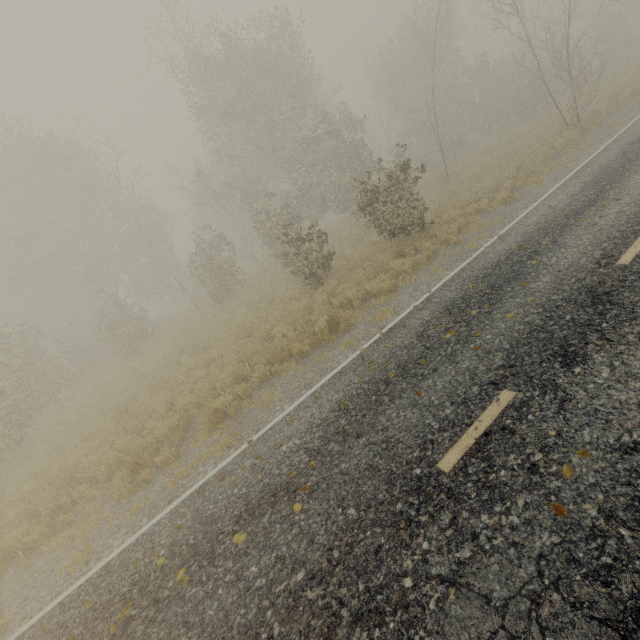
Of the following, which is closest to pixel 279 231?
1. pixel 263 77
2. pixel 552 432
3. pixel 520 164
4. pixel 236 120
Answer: pixel 236 120
